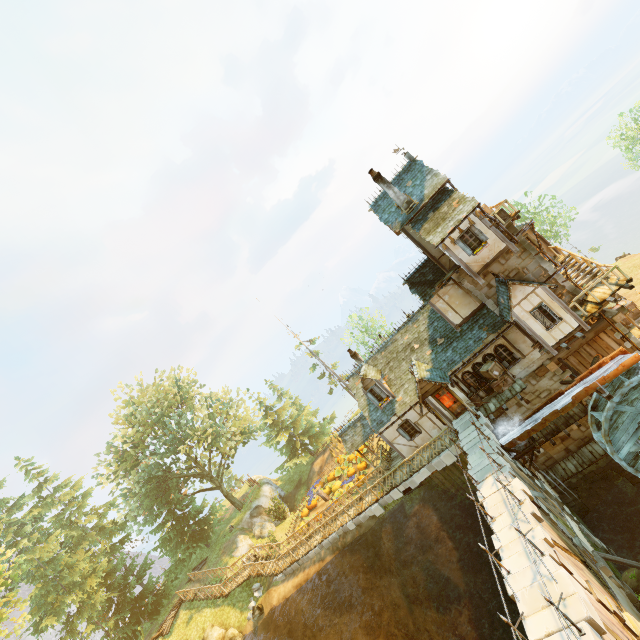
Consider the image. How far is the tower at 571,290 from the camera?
18.0 meters

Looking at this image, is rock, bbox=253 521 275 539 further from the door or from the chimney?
the chimney

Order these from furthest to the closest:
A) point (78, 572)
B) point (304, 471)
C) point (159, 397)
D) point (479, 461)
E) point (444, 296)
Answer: point (304, 471)
point (159, 397)
point (78, 572)
point (444, 296)
point (479, 461)

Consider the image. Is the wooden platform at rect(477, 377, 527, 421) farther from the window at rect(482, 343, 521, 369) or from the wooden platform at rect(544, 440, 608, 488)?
the wooden platform at rect(544, 440, 608, 488)

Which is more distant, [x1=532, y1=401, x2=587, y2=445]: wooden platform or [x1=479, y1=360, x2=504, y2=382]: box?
[x1=479, y1=360, x2=504, y2=382]: box

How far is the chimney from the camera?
19.3m

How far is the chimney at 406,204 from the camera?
19.34m

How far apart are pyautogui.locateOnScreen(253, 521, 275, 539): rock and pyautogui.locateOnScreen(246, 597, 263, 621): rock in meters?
7.0
